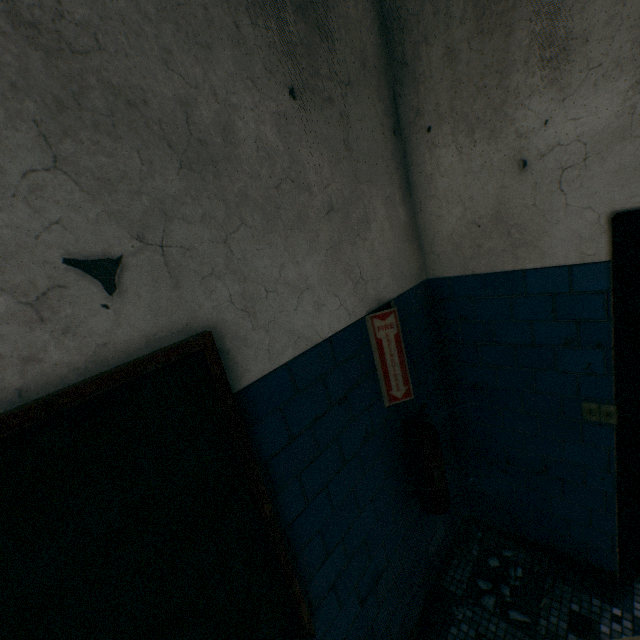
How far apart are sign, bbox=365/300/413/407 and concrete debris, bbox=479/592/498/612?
1.47m

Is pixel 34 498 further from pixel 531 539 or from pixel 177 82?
pixel 531 539

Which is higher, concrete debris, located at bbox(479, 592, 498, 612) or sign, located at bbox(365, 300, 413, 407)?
sign, located at bbox(365, 300, 413, 407)

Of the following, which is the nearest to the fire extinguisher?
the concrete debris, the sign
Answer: the sign

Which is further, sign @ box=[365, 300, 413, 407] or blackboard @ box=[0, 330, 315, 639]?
sign @ box=[365, 300, 413, 407]

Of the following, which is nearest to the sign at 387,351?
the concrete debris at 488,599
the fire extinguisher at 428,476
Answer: Answer: the fire extinguisher at 428,476

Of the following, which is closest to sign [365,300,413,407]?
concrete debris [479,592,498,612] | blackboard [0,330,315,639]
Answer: blackboard [0,330,315,639]
